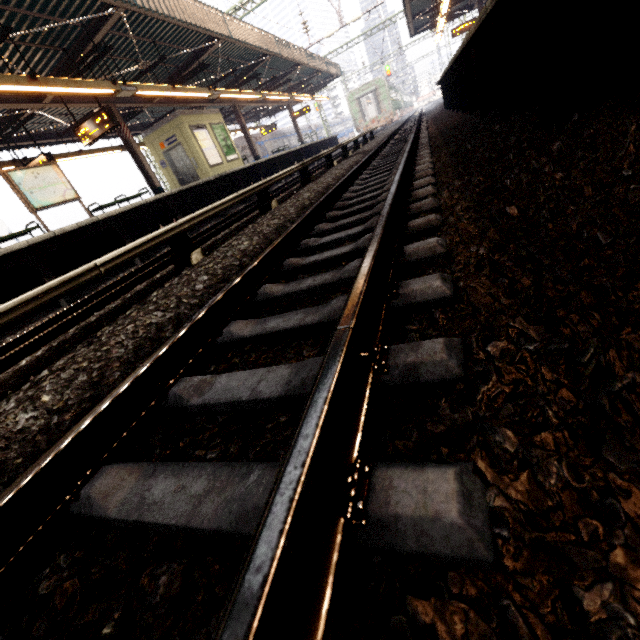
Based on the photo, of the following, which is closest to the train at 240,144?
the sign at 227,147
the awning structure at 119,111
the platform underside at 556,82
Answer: the awning structure at 119,111

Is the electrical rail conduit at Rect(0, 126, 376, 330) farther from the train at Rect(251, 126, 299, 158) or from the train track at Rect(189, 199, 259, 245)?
the train at Rect(251, 126, 299, 158)

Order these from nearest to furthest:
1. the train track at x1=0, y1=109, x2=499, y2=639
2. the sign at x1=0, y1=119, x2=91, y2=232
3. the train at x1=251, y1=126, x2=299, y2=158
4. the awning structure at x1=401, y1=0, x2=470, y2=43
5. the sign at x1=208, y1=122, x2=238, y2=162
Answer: the train track at x1=0, y1=109, x2=499, y2=639
the sign at x1=0, y1=119, x2=91, y2=232
the sign at x1=208, y1=122, x2=238, y2=162
the awning structure at x1=401, y1=0, x2=470, y2=43
the train at x1=251, y1=126, x2=299, y2=158

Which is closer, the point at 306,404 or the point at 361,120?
the point at 306,404

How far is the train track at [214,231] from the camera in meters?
6.4

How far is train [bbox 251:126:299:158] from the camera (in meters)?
28.83

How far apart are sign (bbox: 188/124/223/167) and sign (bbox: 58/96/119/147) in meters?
5.1

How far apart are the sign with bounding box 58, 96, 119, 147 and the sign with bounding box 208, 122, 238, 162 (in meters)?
6.72
